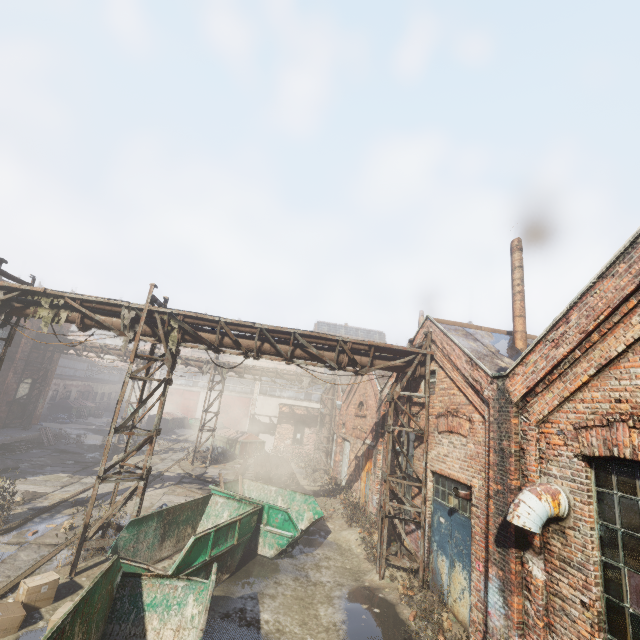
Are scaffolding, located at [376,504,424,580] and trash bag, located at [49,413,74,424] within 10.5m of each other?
no

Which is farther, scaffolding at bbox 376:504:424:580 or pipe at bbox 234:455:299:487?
pipe at bbox 234:455:299:487

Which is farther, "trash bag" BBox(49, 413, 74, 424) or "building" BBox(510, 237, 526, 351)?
"trash bag" BBox(49, 413, 74, 424)

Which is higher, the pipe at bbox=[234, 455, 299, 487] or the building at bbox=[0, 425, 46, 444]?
the building at bbox=[0, 425, 46, 444]

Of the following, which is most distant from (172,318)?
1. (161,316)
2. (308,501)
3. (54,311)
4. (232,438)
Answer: (232,438)

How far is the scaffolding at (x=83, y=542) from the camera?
7.25m

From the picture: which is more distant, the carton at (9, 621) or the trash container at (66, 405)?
the trash container at (66, 405)

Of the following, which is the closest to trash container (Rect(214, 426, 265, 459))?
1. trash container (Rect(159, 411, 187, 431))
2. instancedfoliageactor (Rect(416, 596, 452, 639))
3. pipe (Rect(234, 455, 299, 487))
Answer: pipe (Rect(234, 455, 299, 487))
